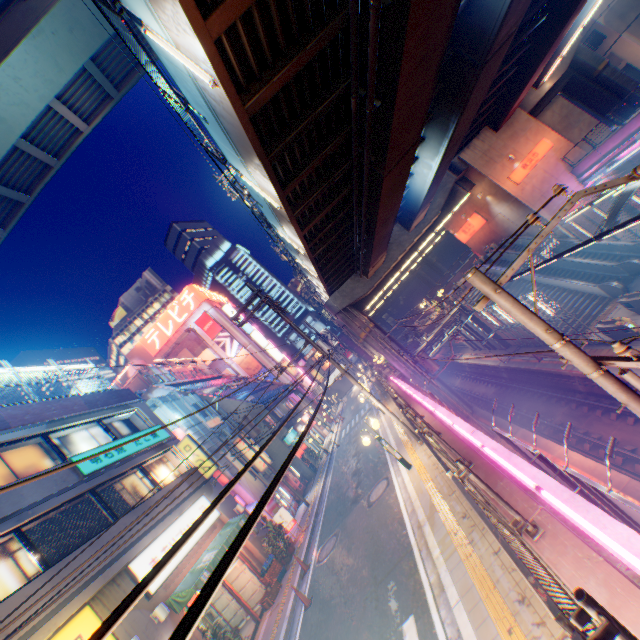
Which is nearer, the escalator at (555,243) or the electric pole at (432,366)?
the electric pole at (432,366)

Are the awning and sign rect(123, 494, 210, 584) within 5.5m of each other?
yes

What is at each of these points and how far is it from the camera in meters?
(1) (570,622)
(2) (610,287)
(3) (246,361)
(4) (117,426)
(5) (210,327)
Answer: (1) metal fence, 2.1 m
(2) escalator, 20.8 m
(3) billboard, 51.0 m
(4) window glass, 16.5 m
(5) billboard, 52.2 m

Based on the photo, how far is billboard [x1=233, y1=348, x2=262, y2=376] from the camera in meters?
50.7 m

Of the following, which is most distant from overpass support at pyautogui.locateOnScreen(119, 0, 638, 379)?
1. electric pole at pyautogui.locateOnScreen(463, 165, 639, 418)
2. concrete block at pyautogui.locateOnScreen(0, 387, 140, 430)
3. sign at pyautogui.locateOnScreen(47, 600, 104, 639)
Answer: sign at pyautogui.locateOnScreen(47, 600, 104, 639)

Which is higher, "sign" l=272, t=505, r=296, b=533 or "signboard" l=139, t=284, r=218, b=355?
"signboard" l=139, t=284, r=218, b=355

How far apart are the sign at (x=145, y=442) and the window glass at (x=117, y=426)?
0.59m

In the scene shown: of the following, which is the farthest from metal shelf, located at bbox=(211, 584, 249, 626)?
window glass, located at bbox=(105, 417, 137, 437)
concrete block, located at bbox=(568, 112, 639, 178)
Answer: concrete block, located at bbox=(568, 112, 639, 178)
